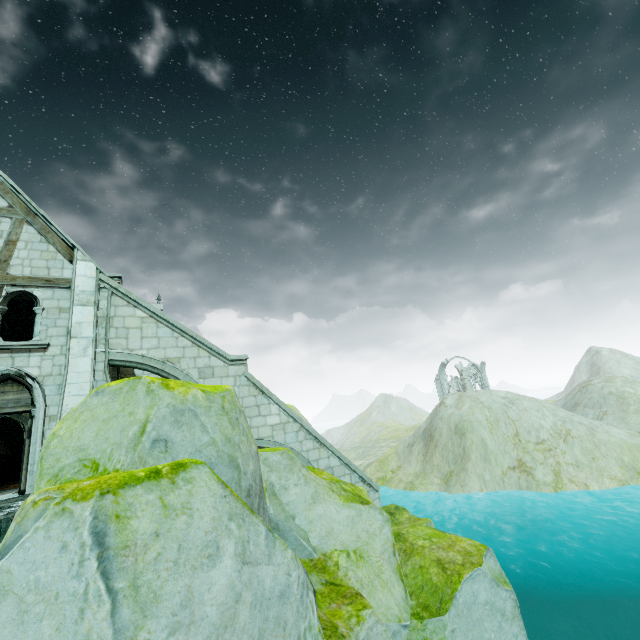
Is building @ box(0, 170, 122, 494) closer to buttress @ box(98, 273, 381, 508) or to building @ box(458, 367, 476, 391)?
buttress @ box(98, 273, 381, 508)

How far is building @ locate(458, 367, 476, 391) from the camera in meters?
58.4

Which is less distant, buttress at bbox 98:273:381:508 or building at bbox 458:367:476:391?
buttress at bbox 98:273:381:508

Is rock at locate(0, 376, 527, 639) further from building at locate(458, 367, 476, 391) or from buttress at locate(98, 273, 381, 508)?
building at locate(458, 367, 476, 391)

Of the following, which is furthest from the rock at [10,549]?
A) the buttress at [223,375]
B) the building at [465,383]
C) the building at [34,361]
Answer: the building at [465,383]

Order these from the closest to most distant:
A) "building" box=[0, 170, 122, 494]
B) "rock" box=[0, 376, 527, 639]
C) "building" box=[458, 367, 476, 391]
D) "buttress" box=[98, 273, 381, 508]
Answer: "rock" box=[0, 376, 527, 639] → "building" box=[0, 170, 122, 494] → "buttress" box=[98, 273, 381, 508] → "building" box=[458, 367, 476, 391]

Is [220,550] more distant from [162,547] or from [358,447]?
[358,447]

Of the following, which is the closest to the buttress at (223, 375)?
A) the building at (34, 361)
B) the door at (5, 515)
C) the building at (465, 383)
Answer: Result: the building at (34, 361)
